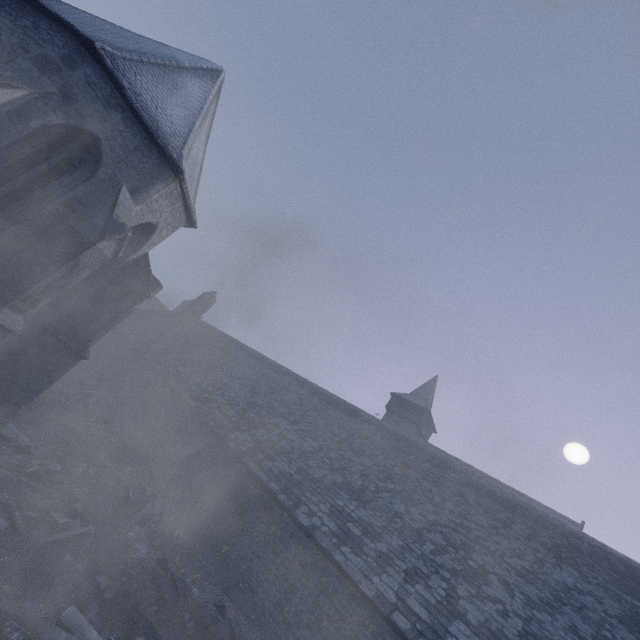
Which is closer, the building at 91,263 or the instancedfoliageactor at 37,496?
the instancedfoliageactor at 37,496

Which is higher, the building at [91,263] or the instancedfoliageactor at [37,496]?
the building at [91,263]

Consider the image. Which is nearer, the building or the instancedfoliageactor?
the instancedfoliageactor

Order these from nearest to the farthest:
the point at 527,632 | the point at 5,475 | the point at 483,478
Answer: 1. the point at 5,475
2. the point at 527,632
3. the point at 483,478

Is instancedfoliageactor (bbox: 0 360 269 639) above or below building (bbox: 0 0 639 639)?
below
